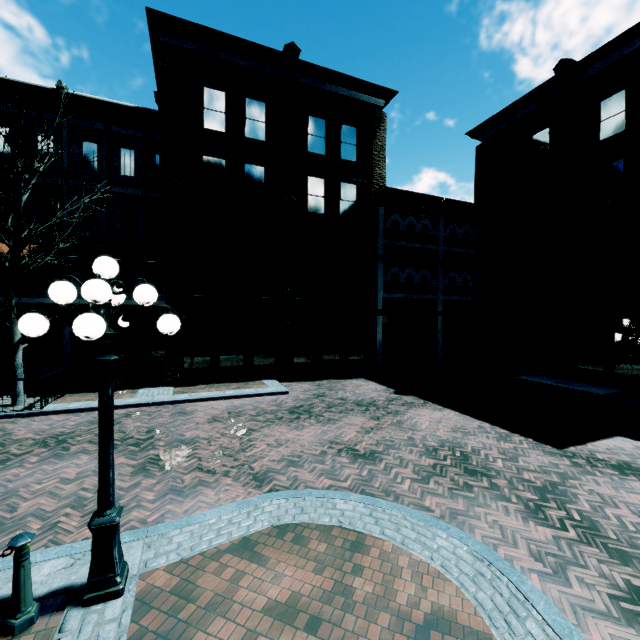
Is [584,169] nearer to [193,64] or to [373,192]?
[373,192]

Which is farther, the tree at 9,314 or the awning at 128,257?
the awning at 128,257

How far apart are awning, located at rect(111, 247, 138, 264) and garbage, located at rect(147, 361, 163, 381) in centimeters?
457cm

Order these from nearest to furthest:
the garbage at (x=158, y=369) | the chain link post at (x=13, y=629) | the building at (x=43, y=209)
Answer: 1. the chain link post at (x=13, y=629)
2. the garbage at (x=158, y=369)
3. the building at (x=43, y=209)

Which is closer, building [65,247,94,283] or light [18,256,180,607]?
light [18,256,180,607]

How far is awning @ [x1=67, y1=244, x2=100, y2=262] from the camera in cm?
1485

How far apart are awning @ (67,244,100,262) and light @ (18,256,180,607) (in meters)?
13.76

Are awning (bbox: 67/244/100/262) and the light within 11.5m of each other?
no
